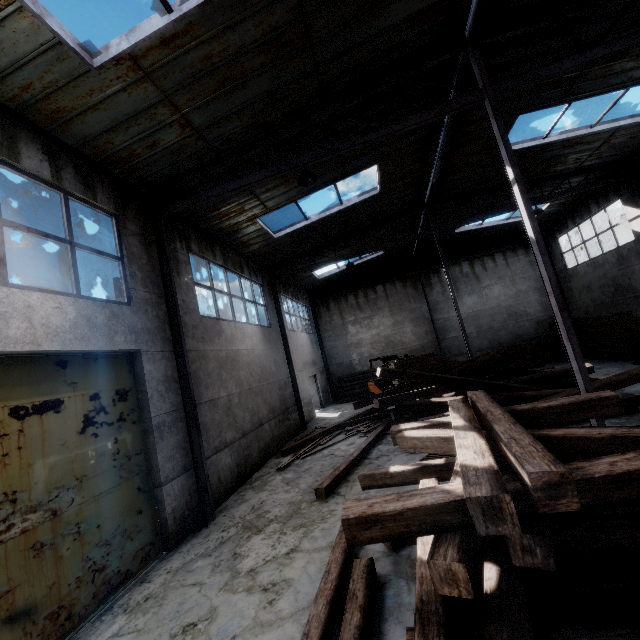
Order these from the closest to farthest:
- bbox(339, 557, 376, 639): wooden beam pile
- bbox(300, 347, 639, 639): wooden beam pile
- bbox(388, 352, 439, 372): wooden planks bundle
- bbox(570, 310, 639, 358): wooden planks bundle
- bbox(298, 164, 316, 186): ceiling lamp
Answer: bbox(300, 347, 639, 639): wooden beam pile < bbox(339, 557, 376, 639): wooden beam pile < bbox(298, 164, 316, 186): ceiling lamp < bbox(570, 310, 639, 358): wooden planks bundle < bbox(388, 352, 439, 372): wooden planks bundle

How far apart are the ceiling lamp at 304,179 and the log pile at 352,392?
14.9m

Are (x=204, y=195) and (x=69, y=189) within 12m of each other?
yes

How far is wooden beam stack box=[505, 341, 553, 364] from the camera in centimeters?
1717cm

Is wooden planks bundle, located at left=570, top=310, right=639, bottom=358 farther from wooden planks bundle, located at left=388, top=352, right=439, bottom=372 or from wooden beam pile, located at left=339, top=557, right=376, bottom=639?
wooden beam pile, located at left=339, top=557, right=376, bottom=639

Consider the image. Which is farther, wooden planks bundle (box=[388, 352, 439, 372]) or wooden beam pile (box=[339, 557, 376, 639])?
wooden planks bundle (box=[388, 352, 439, 372])

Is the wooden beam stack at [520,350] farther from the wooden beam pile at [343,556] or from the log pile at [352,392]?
the wooden beam pile at [343,556]

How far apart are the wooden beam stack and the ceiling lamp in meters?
15.8
